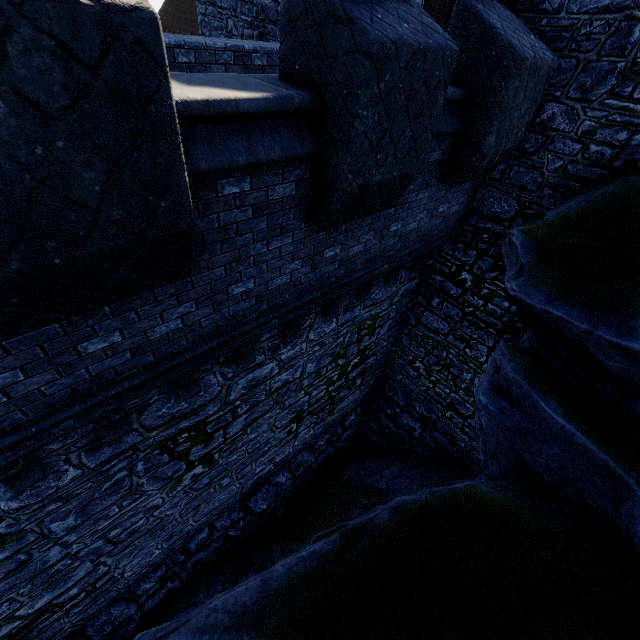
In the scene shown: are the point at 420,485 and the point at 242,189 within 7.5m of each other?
no

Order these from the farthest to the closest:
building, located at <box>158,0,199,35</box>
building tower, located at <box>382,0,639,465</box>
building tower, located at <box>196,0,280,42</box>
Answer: building, located at <box>158,0,199,35</box> < building tower, located at <box>196,0,280,42</box> < building tower, located at <box>382,0,639,465</box>

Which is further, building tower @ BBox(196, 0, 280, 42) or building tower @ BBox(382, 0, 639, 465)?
building tower @ BBox(196, 0, 280, 42)

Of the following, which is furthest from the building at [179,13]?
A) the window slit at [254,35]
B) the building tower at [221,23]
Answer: the window slit at [254,35]

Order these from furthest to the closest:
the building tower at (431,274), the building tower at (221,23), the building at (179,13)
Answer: the building at (179,13)
the building tower at (221,23)
the building tower at (431,274)

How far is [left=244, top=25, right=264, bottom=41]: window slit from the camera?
9.63m

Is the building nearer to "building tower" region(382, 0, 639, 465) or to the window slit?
"building tower" region(382, 0, 639, 465)
